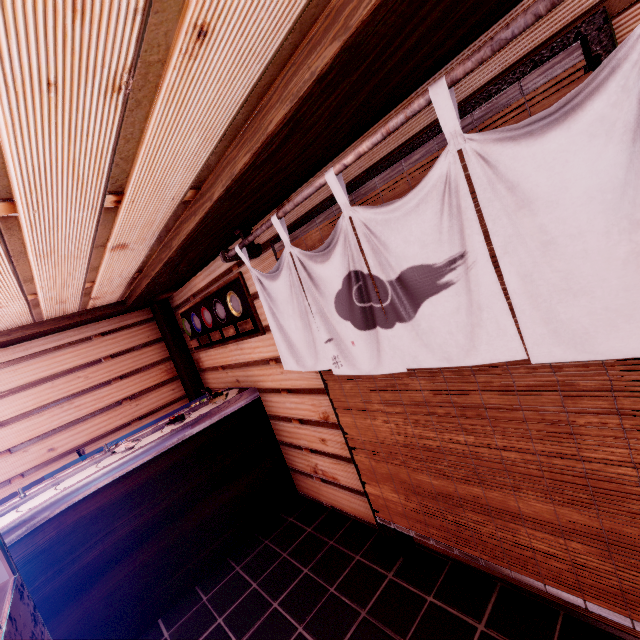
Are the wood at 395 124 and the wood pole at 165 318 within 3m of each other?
no

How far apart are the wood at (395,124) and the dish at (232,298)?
3.5 meters

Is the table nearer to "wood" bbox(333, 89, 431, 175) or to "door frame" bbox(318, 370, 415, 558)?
"door frame" bbox(318, 370, 415, 558)

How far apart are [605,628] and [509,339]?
3.2 meters

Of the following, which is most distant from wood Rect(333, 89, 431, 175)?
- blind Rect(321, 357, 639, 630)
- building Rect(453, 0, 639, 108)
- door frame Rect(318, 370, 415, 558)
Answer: door frame Rect(318, 370, 415, 558)

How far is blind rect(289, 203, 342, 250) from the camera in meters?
3.4

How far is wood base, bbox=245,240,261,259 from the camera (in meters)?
4.78

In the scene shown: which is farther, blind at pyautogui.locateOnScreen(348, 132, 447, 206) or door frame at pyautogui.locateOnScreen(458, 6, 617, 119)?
blind at pyautogui.locateOnScreen(348, 132, 447, 206)
